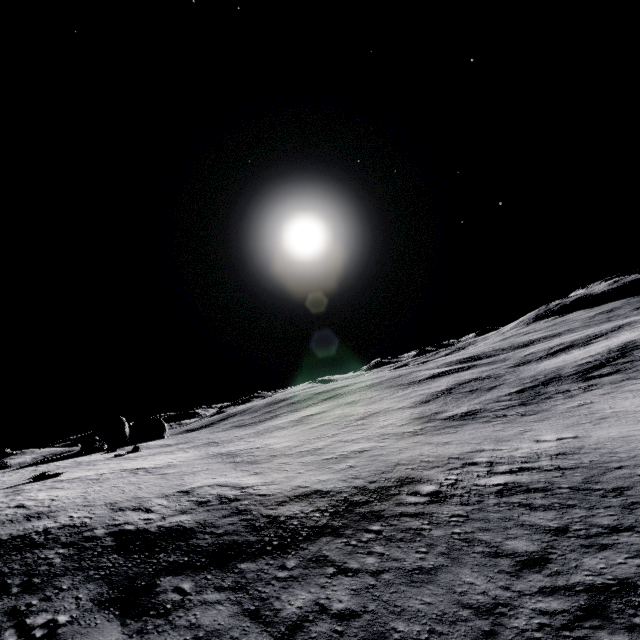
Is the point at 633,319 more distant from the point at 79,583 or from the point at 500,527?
the point at 79,583

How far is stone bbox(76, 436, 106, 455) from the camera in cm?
4349

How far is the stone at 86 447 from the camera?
43.49m
